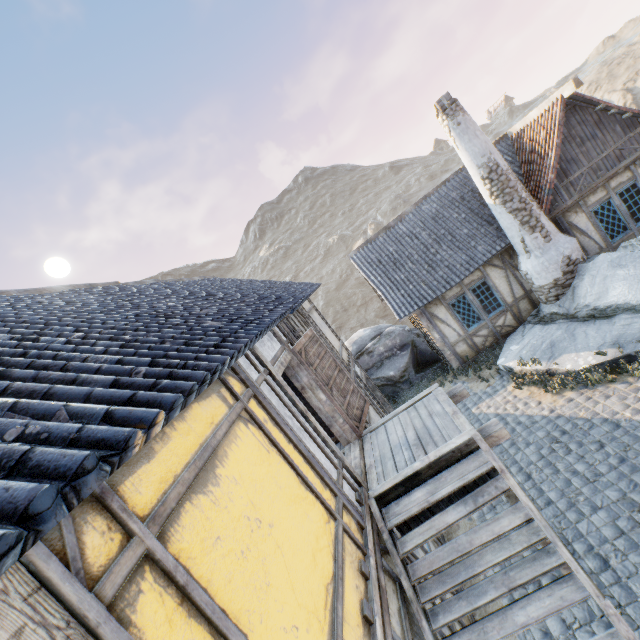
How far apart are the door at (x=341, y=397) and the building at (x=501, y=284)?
5.6m

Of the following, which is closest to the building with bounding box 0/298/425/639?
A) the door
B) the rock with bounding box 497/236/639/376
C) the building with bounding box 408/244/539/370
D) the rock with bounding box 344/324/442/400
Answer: the door

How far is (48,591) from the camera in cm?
134

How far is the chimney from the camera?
9.8 meters

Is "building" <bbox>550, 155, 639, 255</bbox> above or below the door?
below

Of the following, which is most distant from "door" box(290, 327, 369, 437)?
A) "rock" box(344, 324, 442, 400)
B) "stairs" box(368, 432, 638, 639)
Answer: "rock" box(344, 324, 442, 400)

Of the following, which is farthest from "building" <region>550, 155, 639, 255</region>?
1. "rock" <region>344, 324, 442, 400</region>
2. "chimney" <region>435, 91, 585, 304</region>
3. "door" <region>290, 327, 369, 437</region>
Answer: "door" <region>290, 327, 369, 437</region>

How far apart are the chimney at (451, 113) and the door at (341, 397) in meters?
7.2 m
